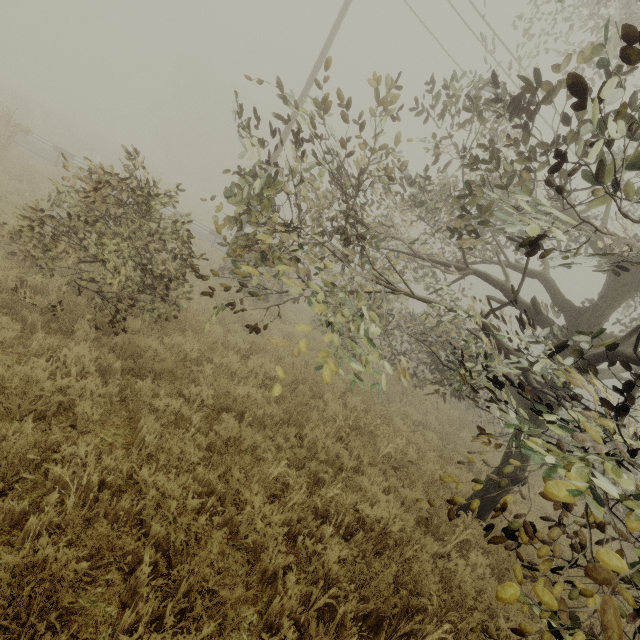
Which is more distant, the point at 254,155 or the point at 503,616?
the point at 254,155

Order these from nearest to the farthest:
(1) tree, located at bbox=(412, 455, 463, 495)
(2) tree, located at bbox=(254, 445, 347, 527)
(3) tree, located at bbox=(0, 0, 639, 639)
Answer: Result: (3) tree, located at bbox=(0, 0, 639, 639), (1) tree, located at bbox=(412, 455, 463, 495), (2) tree, located at bbox=(254, 445, 347, 527)

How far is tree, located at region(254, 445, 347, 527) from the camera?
4.0 meters

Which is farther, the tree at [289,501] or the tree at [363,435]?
the tree at [363,435]

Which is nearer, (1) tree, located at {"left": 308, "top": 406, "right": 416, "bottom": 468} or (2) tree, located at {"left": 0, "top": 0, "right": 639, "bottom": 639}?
(2) tree, located at {"left": 0, "top": 0, "right": 639, "bottom": 639}
